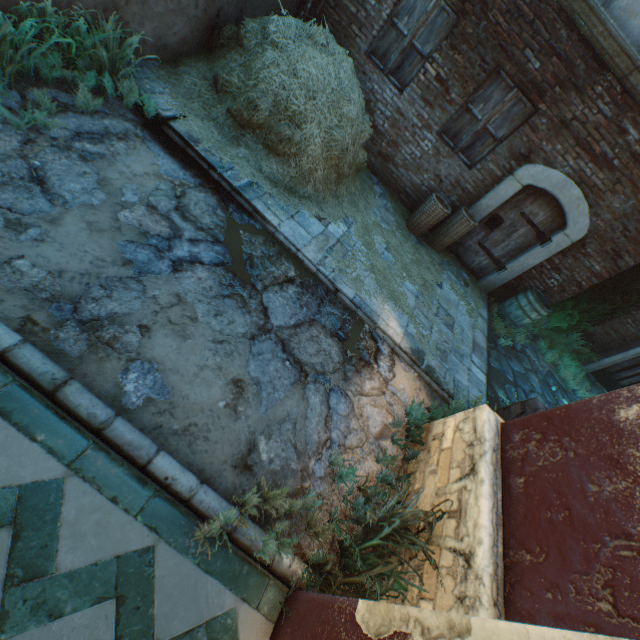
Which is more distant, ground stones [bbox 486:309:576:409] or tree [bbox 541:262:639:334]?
tree [bbox 541:262:639:334]

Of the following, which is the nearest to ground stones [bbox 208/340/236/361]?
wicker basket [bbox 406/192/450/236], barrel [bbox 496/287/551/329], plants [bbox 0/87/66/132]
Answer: plants [bbox 0/87/66/132]

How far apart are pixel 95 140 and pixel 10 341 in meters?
2.4 m

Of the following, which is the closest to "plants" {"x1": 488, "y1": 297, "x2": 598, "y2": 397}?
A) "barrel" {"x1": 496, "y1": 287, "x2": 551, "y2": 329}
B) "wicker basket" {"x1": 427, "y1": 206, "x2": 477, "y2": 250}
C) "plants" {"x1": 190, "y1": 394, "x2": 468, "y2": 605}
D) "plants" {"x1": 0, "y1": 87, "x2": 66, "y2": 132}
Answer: "barrel" {"x1": 496, "y1": 287, "x2": 551, "y2": 329}

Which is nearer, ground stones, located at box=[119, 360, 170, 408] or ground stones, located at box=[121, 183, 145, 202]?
ground stones, located at box=[119, 360, 170, 408]

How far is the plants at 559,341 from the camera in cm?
713

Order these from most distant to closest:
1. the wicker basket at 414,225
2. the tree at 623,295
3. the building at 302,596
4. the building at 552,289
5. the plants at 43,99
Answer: the tree at 623,295 → the wicker basket at 414,225 → the building at 552,289 → the plants at 43,99 → the building at 302,596

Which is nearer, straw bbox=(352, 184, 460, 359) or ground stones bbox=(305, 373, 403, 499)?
ground stones bbox=(305, 373, 403, 499)
